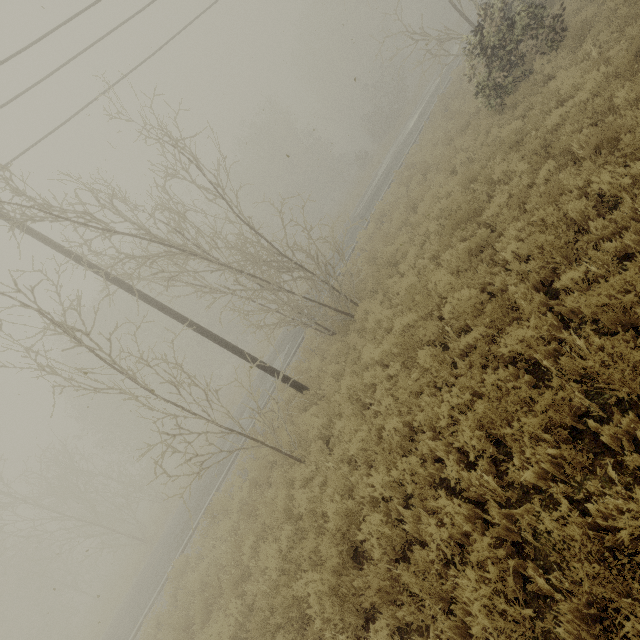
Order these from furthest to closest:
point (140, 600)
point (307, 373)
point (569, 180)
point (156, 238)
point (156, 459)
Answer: point (156, 459) → point (140, 600) → point (307, 373) → point (156, 238) → point (569, 180)
